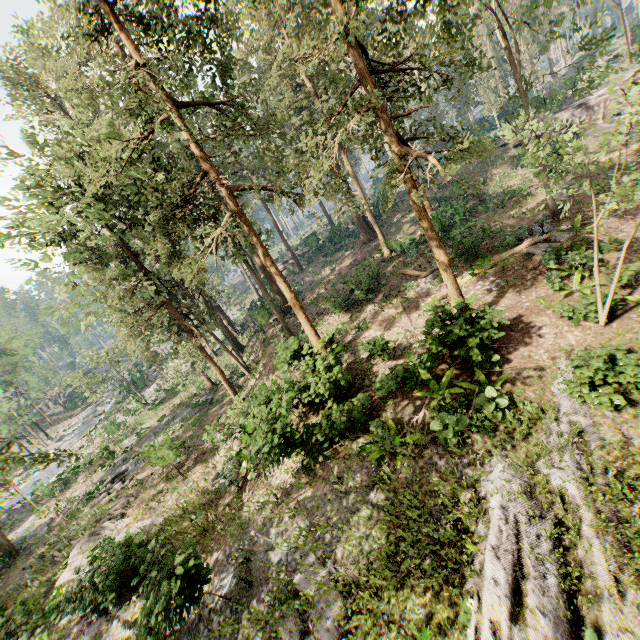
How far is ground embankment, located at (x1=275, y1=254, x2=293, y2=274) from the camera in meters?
50.2

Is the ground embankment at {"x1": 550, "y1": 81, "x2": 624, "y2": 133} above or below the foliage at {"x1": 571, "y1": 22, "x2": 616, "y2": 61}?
below

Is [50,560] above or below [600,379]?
below

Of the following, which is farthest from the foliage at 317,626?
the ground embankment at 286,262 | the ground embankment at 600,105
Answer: the ground embankment at 600,105

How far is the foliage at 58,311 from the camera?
16.2 meters

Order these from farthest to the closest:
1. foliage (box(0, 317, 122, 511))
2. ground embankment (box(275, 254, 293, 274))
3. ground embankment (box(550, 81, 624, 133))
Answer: ground embankment (box(275, 254, 293, 274)), ground embankment (box(550, 81, 624, 133)), foliage (box(0, 317, 122, 511))

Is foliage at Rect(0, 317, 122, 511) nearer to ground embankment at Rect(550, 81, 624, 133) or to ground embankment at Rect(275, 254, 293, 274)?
ground embankment at Rect(275, 254, 293, 274)

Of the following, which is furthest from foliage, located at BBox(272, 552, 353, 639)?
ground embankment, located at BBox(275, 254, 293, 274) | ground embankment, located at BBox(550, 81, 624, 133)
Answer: ground embankment, located at BBox(550, 81, 624, 133)
